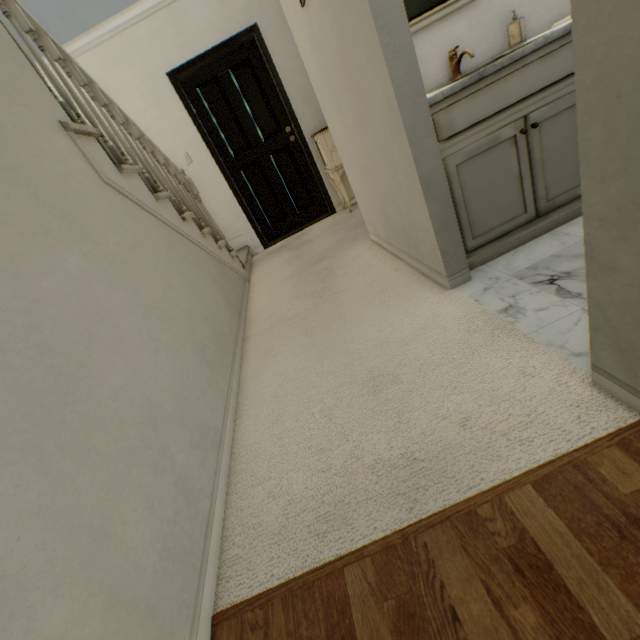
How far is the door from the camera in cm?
363

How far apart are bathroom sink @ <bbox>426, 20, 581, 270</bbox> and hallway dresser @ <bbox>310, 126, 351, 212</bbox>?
2.1 meters

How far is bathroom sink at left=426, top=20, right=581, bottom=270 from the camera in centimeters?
138cm

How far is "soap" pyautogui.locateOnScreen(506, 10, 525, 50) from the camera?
1.62m

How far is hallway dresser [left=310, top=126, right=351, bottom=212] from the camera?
3.6 meters

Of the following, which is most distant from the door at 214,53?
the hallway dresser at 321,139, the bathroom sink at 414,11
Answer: the bathroom sink at 414,11

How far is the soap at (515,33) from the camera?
1.6m

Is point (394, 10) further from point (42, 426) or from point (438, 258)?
point (42, 426)
